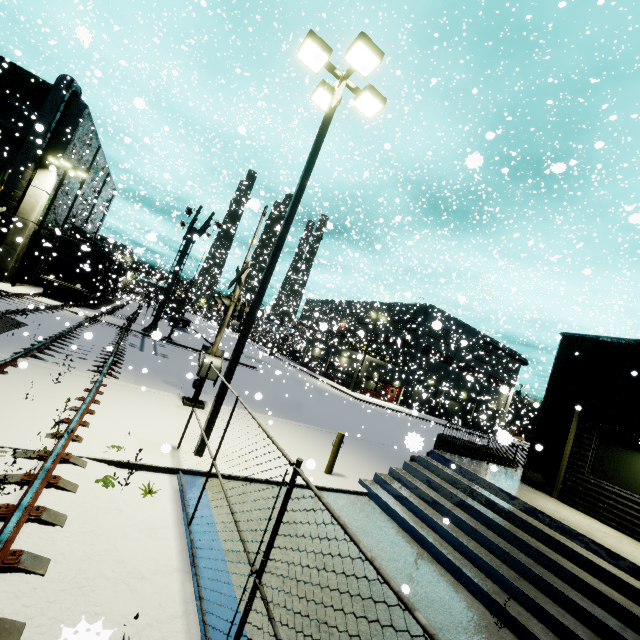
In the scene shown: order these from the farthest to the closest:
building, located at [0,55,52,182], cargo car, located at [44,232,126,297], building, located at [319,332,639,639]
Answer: cargo car, located at [44,232,126,297]
building, located at [0,55,52,182]
building, located at [319,332,639,639]

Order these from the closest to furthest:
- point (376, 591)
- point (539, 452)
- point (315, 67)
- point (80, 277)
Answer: point (376, 591) < point (315, 67) < point (539, 452) < point (80, 277)

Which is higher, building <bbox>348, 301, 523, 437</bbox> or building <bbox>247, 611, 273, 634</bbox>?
building <bbox>348, 301, 523, 437</bbox>

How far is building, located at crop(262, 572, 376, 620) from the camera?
4.38m

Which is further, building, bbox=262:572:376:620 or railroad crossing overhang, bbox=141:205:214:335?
railroad crossing overhang, bbox=141:205:214:335

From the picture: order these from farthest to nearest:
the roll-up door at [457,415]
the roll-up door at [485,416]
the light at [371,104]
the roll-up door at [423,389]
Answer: the roll-up door at [457,415]
the roll-up door at [423,389]
the roll-up door at [485,416]
the light at [371,104]

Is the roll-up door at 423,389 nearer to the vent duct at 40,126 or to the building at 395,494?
the building at 395,494

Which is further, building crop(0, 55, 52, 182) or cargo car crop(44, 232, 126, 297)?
cargo car crop(44, 232, 126, 297)
